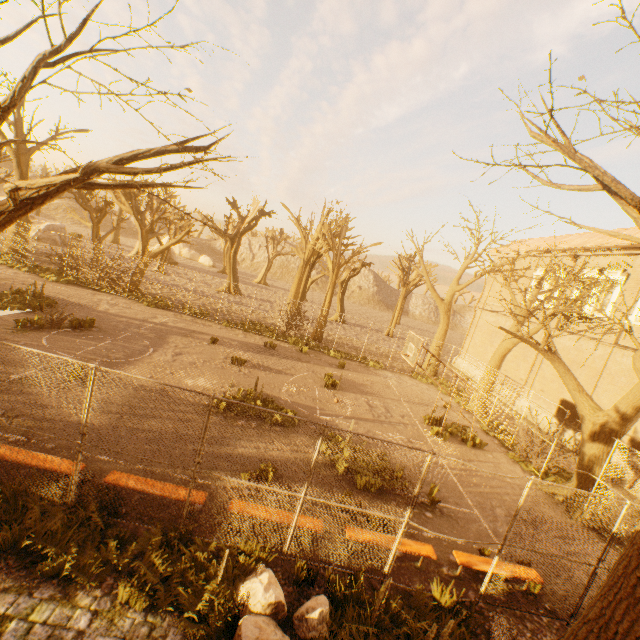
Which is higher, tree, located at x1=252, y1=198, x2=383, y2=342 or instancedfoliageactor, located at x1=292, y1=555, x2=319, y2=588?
tree, located at x1=252, y1=198, x2=383, y2=342

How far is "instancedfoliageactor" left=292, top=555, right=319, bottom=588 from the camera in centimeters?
567cm

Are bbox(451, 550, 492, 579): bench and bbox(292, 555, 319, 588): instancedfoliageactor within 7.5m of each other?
yes

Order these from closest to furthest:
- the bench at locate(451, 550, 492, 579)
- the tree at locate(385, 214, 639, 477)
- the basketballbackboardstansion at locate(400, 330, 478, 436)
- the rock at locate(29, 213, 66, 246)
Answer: the bench at locate(451, 550, 492, 579)
the tree at locate(385, 214, 639, 477)
the basketballbackboardstansion at locate(400, 330, 478, 436)
the rock at locate(29, 213, 66, 246)

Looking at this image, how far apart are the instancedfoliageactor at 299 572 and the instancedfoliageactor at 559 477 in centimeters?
1239cm

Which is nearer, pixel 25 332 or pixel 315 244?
pixel 25 332

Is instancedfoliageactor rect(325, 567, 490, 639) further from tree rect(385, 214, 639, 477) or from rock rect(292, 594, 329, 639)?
tree rect(385, 214, 639, 477)

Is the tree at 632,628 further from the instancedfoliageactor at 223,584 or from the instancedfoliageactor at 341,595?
the instancedfoliageactor at 341,595
